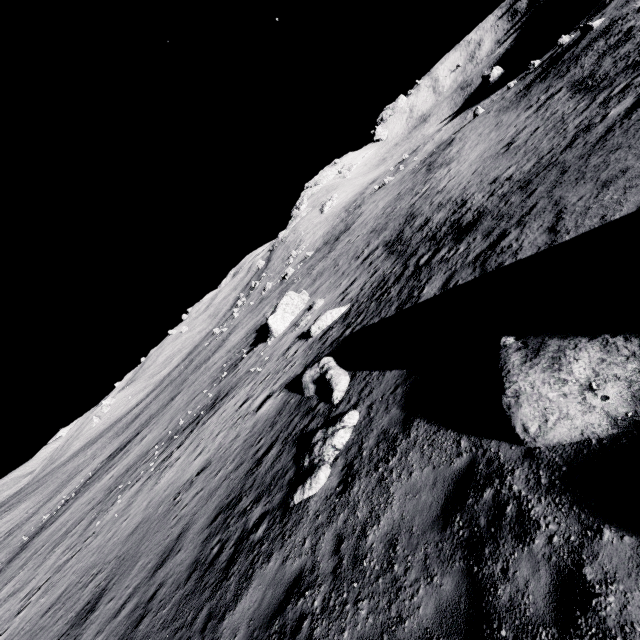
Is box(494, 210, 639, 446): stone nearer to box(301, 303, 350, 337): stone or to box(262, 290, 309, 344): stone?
box(301, 303, 350, 337): stone

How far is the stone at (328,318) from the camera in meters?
20.8

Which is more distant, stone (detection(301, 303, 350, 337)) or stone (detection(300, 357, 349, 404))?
stone (detection(301, 303, 350, 337))

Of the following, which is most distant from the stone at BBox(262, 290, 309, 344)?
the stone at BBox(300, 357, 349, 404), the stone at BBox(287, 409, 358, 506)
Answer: the stone at BBox(287, 409, 358, 506)

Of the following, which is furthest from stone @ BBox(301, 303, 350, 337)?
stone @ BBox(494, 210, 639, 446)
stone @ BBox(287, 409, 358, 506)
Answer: stone @ BBox(494, 210, 639, 446)

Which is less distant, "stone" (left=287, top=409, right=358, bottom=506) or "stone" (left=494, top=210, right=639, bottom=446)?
"stone" (left=494, top=210, right=639, bottom=446)

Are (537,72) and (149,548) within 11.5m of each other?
no

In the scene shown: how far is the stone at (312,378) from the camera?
11.71m
